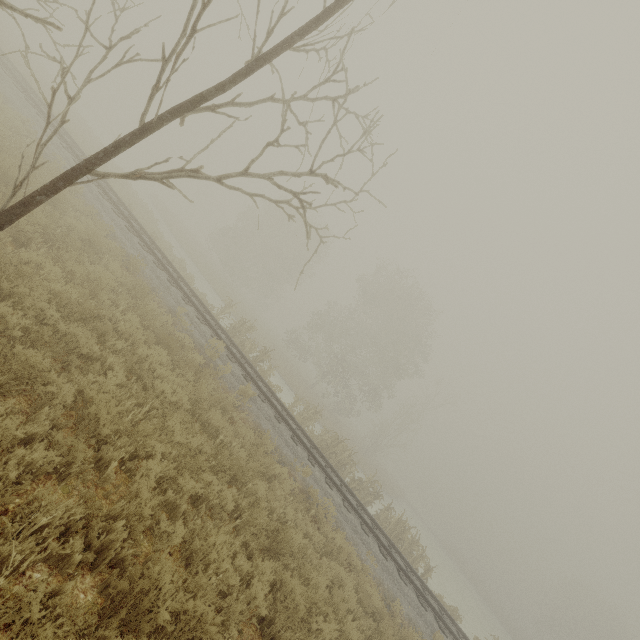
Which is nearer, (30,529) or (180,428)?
(30,529)

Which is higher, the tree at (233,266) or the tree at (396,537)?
the tree at (233,266)

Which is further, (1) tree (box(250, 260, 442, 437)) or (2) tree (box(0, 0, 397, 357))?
(1) tree (box(250, 260, 442, 437))

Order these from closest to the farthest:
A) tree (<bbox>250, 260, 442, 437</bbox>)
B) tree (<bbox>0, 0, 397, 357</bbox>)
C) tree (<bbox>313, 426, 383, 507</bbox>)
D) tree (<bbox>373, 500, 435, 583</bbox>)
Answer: tree (<bbox>0, 0, 397, 357</bbox>)
tree (<bbox>373, 500, 435, 583</bbox>)
tree (<bbox>313, 426, 383, 507</bbox>)
tree (<bbox>250, 260, 442, 437</bbox>)

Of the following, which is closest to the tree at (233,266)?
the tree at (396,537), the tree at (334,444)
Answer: the tree at (334,444)

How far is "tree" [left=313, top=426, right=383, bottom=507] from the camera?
16.1 meters

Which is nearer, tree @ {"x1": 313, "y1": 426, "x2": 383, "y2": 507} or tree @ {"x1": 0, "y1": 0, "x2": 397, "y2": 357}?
tree @ {"x1": 0, "y1": 0, "x2": 397, "y2": 357}

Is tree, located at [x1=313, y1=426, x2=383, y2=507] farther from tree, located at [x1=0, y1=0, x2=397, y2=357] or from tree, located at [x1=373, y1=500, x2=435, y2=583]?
tree, located at [x1=0, y1=0, x2=397, y2=357]
